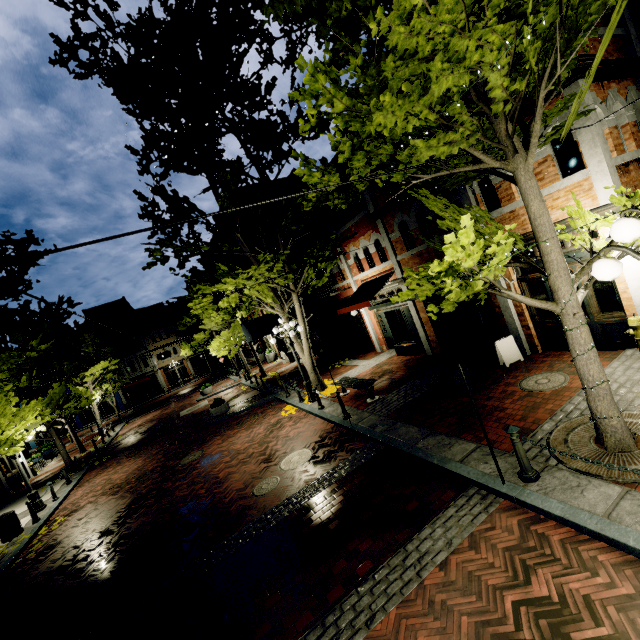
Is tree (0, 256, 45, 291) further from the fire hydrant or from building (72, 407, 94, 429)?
the fire hydrant

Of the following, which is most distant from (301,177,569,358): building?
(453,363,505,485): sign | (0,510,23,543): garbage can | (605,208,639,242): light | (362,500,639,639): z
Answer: (453,363,505,485): sign

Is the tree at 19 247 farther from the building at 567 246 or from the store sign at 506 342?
the store sign at 506 342

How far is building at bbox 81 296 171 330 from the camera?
→ 43.7 meters

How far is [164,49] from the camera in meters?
11.2

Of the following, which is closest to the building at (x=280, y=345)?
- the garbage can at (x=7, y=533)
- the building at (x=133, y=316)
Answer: the garbage can at (x=7, y=533)

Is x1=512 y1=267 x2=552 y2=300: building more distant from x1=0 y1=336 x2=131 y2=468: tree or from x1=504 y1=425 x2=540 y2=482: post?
x1=504 y1=425 x2=540 y2=482: post

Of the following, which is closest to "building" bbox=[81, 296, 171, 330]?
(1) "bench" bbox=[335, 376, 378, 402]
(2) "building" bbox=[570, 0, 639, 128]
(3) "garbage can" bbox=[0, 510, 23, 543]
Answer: (2) "building" bbox=[570, 0, 639, 128]
